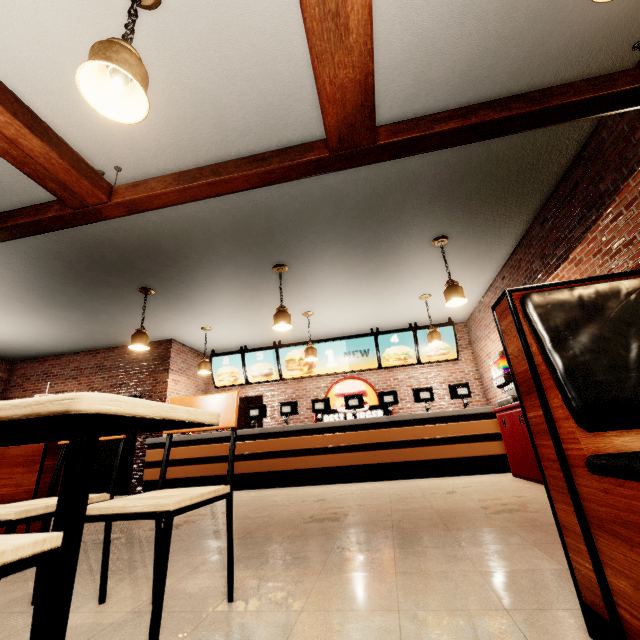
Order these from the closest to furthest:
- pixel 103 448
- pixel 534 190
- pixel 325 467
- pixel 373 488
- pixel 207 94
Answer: pixel 207 94, pixel 534 190, pixel 373 488, pixel 325 467, pixel 103 448
